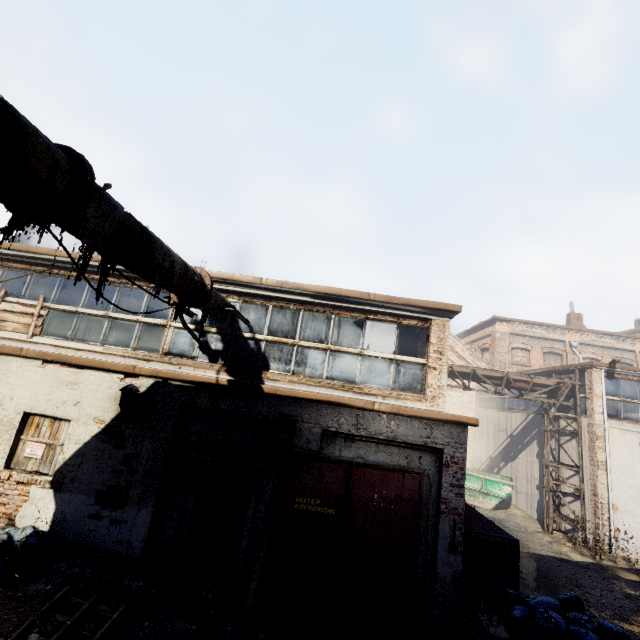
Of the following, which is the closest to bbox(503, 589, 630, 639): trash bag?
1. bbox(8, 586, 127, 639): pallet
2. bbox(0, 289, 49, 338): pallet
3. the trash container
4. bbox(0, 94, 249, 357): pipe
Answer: the trash container

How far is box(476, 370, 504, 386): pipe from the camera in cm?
1362

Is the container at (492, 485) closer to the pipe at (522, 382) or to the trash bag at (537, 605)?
the pipe at (522, 382)

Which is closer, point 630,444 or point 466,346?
point 630,444

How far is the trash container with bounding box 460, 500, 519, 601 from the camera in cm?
716

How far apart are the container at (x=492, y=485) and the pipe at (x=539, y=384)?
4.46m

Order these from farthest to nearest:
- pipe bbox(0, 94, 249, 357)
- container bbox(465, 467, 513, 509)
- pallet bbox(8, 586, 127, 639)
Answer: container bbox(465, 467, 513, 509)
pallet bbox(8, 586, 127, 639)
pipe bbox(0, 94, 249, 357)

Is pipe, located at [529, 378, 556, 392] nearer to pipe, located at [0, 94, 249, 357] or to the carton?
pipe, located at [0, 94, 249, 357]
